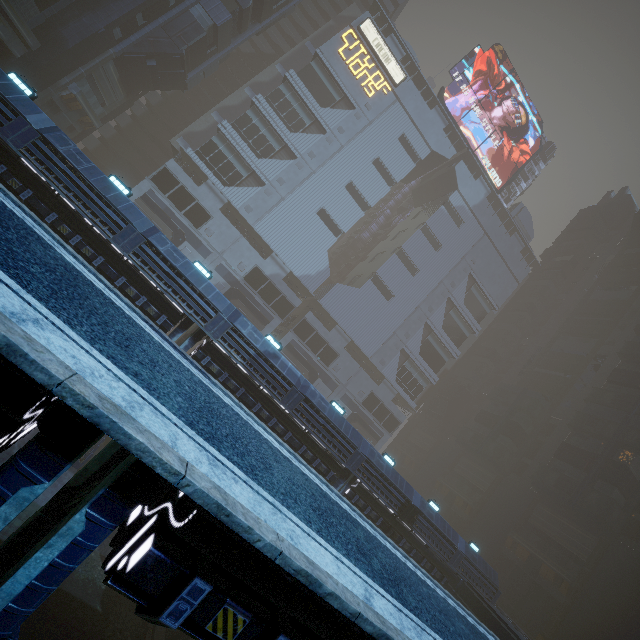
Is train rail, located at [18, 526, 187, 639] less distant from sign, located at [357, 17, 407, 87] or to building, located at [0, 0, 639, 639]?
building, located at [0, 0, 639, 639]

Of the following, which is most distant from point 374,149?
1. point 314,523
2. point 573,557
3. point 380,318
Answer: point 573,557

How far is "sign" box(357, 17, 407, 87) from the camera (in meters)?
45.84

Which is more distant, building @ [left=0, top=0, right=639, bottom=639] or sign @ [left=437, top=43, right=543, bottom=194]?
sign @ [left=437, top=43, right=543, bottom=194]

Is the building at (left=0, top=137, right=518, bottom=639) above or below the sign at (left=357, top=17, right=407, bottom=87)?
below

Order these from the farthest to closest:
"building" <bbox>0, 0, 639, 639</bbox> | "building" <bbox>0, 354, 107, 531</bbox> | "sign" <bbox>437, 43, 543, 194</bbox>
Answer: "sign" <bbox>437, 43, 543, 194</bbox>
"building" <bbox>0, 0, 639, 639</bbox>
"building" <bbox>0, 354, 107, 531</bbox>

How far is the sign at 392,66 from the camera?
45.8m

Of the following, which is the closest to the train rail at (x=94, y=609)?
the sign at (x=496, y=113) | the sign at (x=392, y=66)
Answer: the sign at (x=392, y=66)
